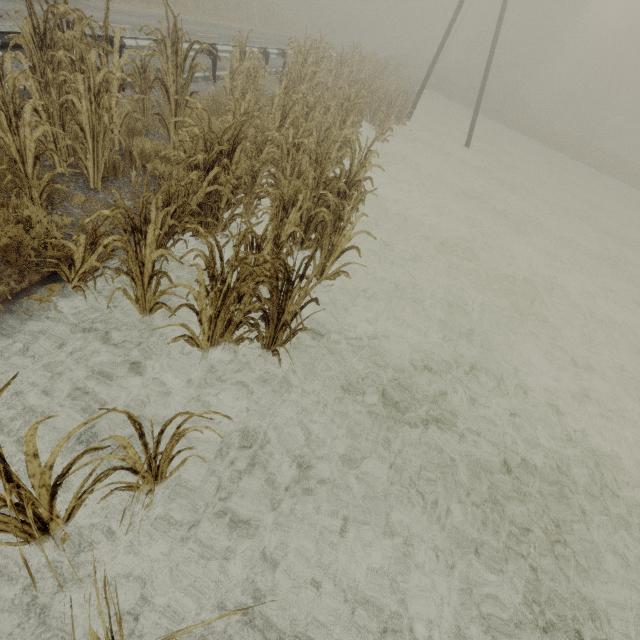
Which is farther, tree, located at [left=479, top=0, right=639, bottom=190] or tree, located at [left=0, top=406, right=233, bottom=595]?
tree, located at [left=479, top=0, right=639, bottom=190]

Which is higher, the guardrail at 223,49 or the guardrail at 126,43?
the guardrail at 126,43

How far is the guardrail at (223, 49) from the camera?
9.86m

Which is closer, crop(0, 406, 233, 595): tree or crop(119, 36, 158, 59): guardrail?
crop(0, 406, 233, 595): tree

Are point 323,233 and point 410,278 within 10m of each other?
yes

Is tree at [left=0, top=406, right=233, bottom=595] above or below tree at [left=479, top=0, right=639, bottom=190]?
below

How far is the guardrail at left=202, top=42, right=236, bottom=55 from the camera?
9.86m
